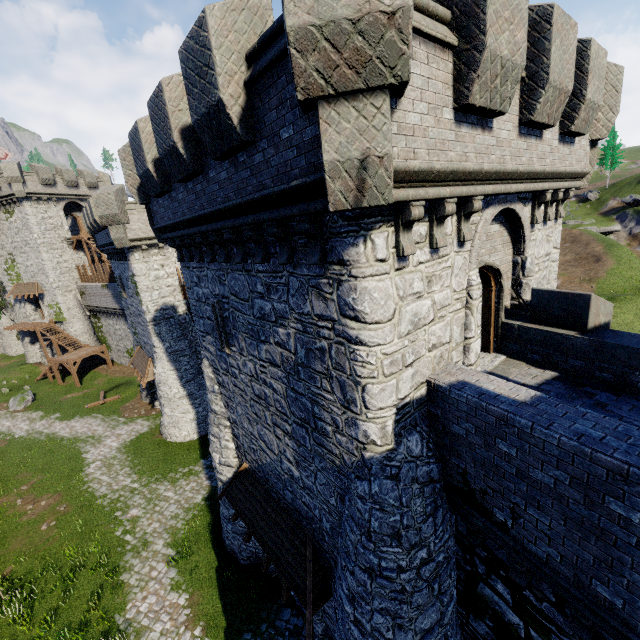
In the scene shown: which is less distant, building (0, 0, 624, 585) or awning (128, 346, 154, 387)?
building (0, 0, 624, 585)

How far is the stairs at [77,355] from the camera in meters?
34.2 m

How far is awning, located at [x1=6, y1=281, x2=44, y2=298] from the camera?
37.4 meters

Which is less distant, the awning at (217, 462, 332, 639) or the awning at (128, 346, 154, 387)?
the awning at (217, 462, 332, 639)

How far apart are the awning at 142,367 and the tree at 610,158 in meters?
75.5

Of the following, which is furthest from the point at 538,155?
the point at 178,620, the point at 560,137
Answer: the point at 178,620

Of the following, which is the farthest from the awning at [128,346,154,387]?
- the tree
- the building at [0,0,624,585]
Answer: the tree

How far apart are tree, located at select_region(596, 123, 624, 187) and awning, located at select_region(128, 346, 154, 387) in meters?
75.5
